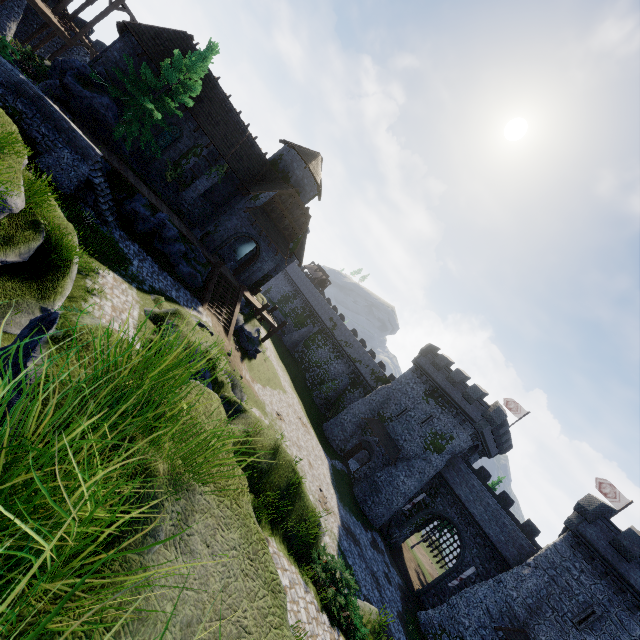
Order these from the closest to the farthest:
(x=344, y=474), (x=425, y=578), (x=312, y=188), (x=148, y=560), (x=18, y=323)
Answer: (x=148, y=560) → (x=18, y=323) → (x=312, y=188) → (x=344, y=474) → (x=425, y=578)

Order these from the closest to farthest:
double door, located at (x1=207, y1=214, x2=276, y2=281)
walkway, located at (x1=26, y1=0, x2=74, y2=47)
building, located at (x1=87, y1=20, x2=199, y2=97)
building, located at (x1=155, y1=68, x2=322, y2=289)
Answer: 1. building, located at (x1=87, y1=20, x2=199, y2=97)
2. building, located at (x1=155, y1=68, x2=322, y2=289)
3. walkway, located at (x1=26, y1=0, x2=74, y2=47)
4. double door, located at (x1=207, y1=214, x2=276, y2=281)

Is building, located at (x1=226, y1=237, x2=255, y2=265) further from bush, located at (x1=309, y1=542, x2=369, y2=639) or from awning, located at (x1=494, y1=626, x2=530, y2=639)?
awning, located at (x1=494, y1=626, x2=530, y2=639)

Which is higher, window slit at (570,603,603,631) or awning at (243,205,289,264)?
window slit at (570,603,603,631)

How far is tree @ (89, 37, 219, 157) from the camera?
19.5 meters

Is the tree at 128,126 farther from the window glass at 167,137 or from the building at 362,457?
the building at 362,457

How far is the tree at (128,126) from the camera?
19.5m

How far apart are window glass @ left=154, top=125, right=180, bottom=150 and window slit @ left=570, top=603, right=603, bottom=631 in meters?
45.4
